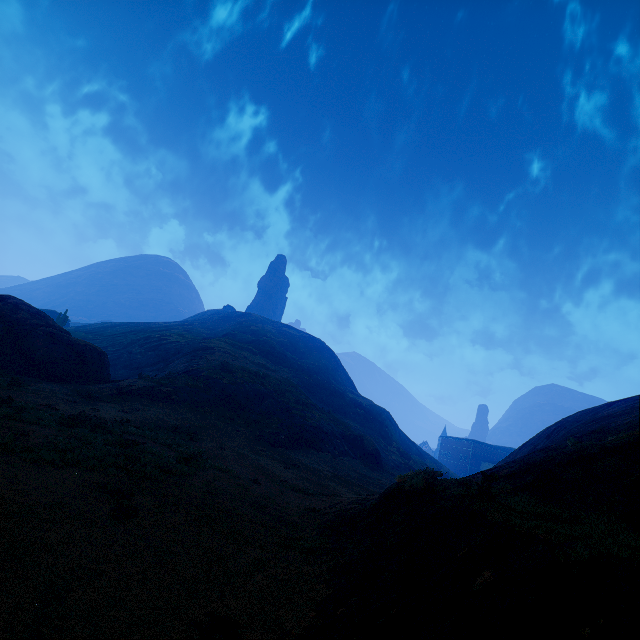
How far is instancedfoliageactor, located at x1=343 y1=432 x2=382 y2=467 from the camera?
36.3 meters

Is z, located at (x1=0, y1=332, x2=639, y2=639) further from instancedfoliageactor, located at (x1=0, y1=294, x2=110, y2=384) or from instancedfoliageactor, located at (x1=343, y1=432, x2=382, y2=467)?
instancedfoliageactor, located at (x1=0, y1=294, x2=110, y2=384)

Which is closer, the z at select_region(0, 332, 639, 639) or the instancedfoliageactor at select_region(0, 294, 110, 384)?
the z at select_region(0, 332, 639, 639)

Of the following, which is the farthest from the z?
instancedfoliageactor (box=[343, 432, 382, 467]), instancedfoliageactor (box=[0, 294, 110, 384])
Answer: instancedfoliageactor (box=[0, 294, 110, 384])

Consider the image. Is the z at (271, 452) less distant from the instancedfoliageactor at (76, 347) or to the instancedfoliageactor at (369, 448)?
the instancedfoliageactor at (369, 448)

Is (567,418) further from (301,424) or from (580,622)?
(580,622)

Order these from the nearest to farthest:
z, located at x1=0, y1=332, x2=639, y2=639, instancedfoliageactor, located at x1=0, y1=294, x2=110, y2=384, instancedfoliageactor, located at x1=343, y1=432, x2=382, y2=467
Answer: z, located at x1=0, y1=332, x2=639, y2=639 → instancedfoliageactor, located at x1=0, y1=294, x2=110, y2=384 → instancedfoliageactor, located at x1=343, y1=432, x2=382, y2=467

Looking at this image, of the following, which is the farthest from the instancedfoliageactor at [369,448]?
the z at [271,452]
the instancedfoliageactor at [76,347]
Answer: the instancedfoliageactor at [76,347]
